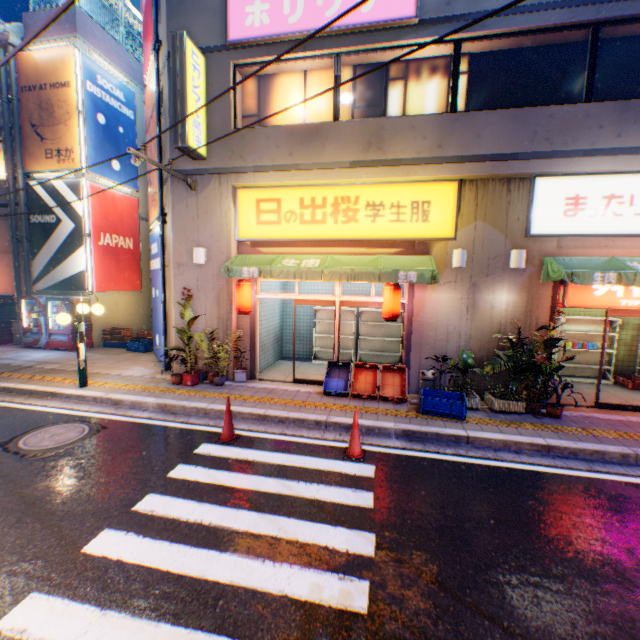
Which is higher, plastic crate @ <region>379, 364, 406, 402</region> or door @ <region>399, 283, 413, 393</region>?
door @ <region>399, 283, 413, 393</region>

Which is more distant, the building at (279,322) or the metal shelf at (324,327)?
the metal shelf at (324,327)

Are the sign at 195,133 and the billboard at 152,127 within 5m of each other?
yes

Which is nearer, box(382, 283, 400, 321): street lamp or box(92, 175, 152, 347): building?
box(382, 283, 400, 321): street lamp

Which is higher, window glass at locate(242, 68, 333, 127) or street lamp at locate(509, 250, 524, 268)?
window glass at locate(242, 68, 333, 127)

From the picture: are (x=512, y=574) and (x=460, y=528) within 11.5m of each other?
yes

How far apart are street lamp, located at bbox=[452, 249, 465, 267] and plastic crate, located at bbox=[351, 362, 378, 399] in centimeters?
269cm

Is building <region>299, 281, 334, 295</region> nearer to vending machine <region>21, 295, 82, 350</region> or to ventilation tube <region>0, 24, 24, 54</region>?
vending machine <region>21, 295, 82, 350</region>
